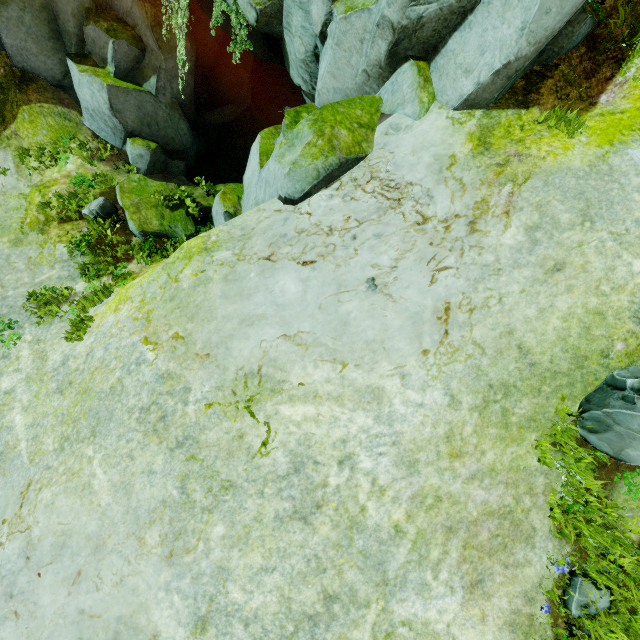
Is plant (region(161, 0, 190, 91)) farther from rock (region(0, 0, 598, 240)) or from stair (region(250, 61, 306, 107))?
stair (region(250, 61, 306, 107))

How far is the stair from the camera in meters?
17.7 m

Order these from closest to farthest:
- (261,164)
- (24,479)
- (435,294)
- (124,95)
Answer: (435,294) → (24,479) → (261,164) → (124,95)

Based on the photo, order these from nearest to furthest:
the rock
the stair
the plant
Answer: the rock, the plant, the stair

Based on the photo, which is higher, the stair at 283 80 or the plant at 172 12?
the plant at 172 12

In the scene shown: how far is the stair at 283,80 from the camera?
17.7m

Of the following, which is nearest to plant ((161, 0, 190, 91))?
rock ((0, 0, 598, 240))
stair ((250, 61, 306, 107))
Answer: rock ((0, 0, 598, 240))

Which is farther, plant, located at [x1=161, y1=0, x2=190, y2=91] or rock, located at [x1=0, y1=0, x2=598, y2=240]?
plant, located at [x1=161, y1=0, x2=190, y2=91]
